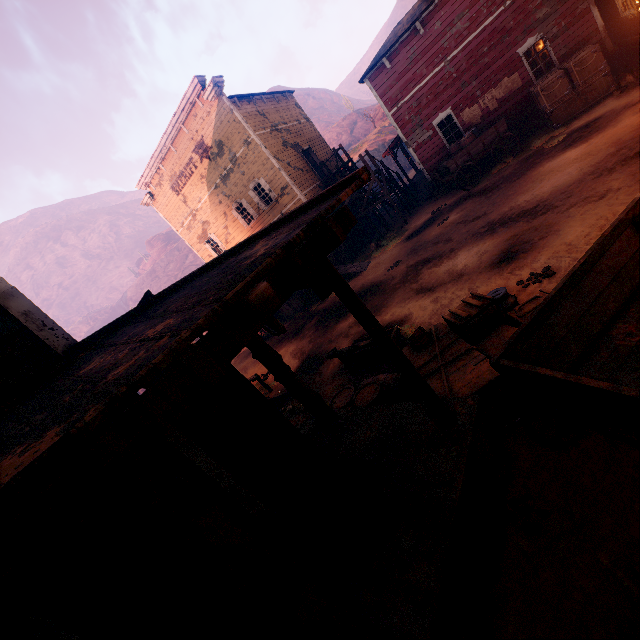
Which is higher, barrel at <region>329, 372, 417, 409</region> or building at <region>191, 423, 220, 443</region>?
building at <region>191, 423, 220, 443</region>

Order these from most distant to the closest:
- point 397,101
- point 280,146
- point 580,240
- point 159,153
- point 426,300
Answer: A: point 159,153, point 280,146, point 397,101, point 426,300, point 580,240

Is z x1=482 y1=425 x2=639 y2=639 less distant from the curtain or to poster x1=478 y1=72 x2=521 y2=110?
poster x1=478 y1=72 x2=521 y2=110

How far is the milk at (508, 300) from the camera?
5.4 meters

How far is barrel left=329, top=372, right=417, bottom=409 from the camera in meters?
5.3

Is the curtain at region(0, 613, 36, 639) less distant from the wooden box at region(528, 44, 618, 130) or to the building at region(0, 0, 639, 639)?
the building at region(0, 0, 639, 639)

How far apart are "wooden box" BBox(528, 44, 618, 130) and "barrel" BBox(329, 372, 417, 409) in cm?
1328

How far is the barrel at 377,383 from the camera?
5.3m
